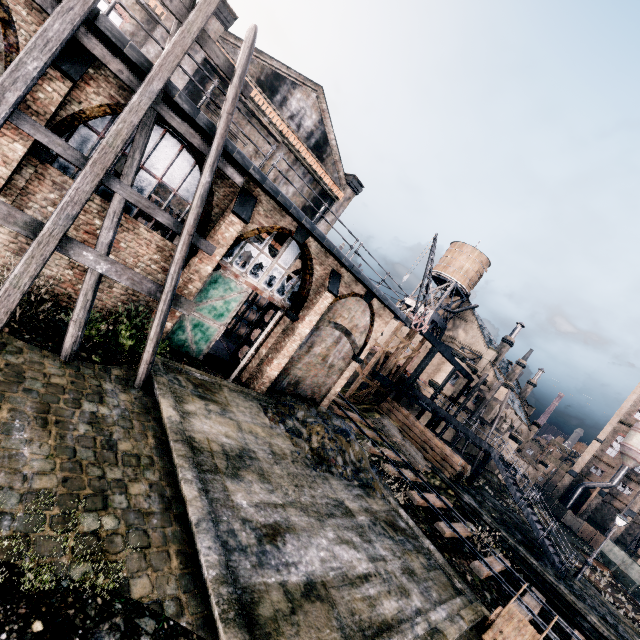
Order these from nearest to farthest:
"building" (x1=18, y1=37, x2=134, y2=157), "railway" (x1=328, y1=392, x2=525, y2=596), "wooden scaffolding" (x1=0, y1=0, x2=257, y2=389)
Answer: "wooden scaffolding" (x1=0, y1=0, x2=257, y2=389) < "building" (x1=18, y1=37, x2=134, y2=157) < "railway" (x1=328, y1=392, x2=525, y2=596)

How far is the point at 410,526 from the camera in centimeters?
1362cm

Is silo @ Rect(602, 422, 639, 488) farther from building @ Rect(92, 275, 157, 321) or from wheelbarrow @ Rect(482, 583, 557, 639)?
wheelbarrow @ Rect(482, 583, 557, 639)

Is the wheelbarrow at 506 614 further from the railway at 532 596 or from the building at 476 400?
the building at 476 400

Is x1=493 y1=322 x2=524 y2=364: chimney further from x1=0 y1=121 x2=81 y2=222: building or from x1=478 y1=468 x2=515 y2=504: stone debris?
x1=0 y1=121 x2=81 y2=222: building

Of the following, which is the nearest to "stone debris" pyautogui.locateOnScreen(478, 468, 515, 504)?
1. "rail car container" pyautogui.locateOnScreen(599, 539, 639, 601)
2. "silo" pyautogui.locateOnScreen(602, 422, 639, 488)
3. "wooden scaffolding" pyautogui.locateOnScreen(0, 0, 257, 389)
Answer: "rail car container" pyautogui.locateOnScreen(599, 539, 639, 601)

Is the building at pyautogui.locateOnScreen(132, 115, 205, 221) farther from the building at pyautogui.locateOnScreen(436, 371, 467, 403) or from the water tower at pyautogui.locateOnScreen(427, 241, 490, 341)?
the water tower at pyautogui.locateOnScreen(427, 241, 490, 341)

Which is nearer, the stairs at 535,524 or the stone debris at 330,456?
the stone debris at 330,456
